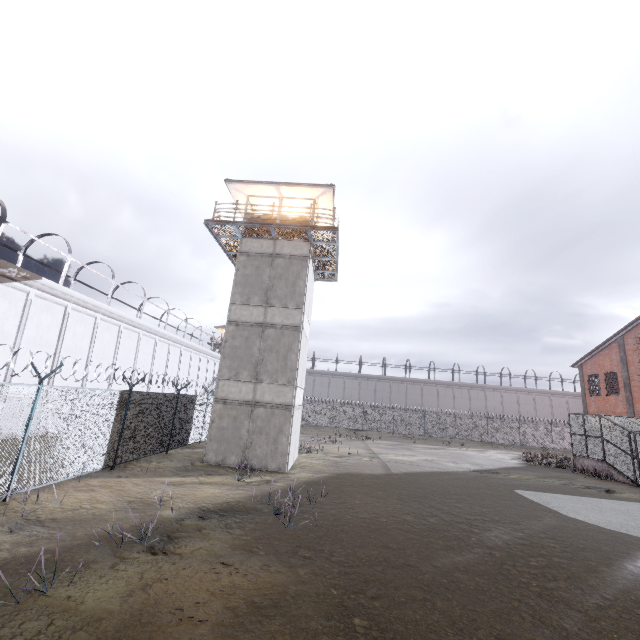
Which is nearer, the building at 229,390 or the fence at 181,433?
the fence at 181,433

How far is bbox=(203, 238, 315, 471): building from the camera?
15.3m

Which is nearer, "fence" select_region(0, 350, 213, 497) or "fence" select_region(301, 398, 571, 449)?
"fence" select_region(0, 350, 213, 497)

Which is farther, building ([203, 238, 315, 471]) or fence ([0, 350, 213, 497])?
building ([203, 238, 315, 471])

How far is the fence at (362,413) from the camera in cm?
4084

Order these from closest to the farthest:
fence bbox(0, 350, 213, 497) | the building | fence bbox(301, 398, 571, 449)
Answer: fence bbox(0, 350, 213, 497) → the building → fence bbox(301, 398, 571, 449)

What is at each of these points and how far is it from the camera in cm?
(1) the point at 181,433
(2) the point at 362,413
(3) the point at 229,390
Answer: (1) fence, 1709
(2) fence, 4247
(3) building, 1603
